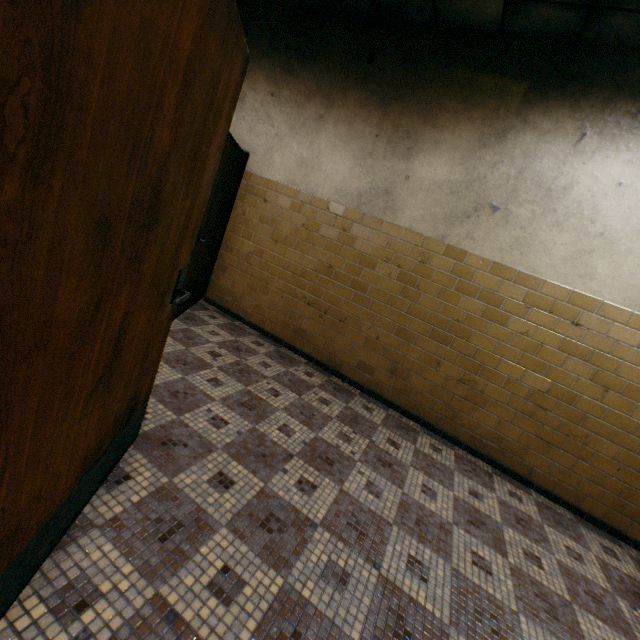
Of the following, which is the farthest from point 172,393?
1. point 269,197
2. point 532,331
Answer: point 532,331
